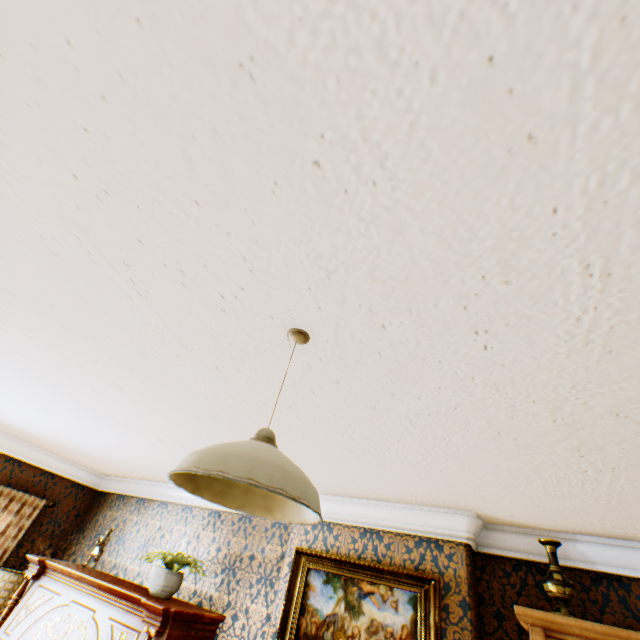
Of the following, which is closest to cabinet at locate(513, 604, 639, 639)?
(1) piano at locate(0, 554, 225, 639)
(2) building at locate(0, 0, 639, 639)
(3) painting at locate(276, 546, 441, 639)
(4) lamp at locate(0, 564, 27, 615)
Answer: (2) building at locate(0, 0, 639, 639)

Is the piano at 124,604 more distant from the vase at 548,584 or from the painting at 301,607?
the vase at 548,584

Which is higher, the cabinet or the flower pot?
the cabinet

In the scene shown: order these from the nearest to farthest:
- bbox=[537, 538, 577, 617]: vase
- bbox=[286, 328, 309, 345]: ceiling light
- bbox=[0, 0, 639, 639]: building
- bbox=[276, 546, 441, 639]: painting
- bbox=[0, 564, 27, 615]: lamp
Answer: bbox=[0, 0, 639, 639]: building → bbox=[286, 328, 309, 345]: ceiling light → bbox=[537, 538, 577, 617]: vase → bbox=[276, 546, 441, 639]: painting → bbox=[0, 564, 27, 615]: lamp

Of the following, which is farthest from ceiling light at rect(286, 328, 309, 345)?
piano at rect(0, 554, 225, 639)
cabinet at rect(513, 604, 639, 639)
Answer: piano at rect(0, 554, 225, 639)

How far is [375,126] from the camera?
0.7m

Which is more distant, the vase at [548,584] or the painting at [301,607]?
the painting at [301,607]

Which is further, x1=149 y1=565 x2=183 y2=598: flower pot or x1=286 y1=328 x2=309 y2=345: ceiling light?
x1=149 y1=565 x2=183 y2=598: flower pot
